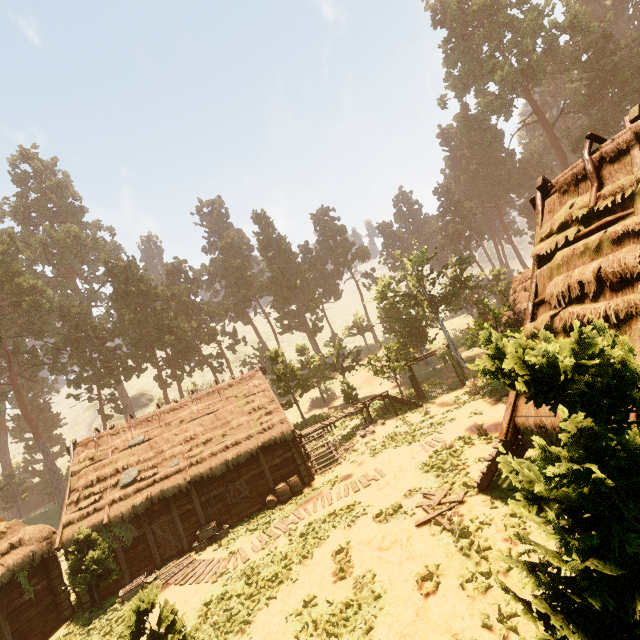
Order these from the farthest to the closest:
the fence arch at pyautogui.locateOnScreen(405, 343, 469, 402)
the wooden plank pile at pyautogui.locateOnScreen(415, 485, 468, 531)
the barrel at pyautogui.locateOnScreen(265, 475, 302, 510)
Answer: the fence arch at pyautogui.locateOnScreen(405, 343, 469, 402), the barrel at pyautogui.locateOnScreen(265, 475, 302, 510), the wooden plank pile at pyautogui.locateOnScreen(415, 485, 468, 531)

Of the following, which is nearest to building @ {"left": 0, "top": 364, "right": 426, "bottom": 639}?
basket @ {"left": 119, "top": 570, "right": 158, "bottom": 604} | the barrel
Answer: the barrel

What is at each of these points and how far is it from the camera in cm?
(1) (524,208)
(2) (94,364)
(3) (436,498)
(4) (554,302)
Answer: (1) treerock, 5638
(2) treerock, 4003
(3) wooden plank pile, 1148
(4) building, 643

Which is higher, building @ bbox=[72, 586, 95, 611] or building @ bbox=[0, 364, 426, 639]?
building @ bbox=[0, 364, 426, 639]

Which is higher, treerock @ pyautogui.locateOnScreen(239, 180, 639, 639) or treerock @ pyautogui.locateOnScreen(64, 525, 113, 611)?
treerock @ pyautogui.locateOnScreen(239, 180, 639, 639)

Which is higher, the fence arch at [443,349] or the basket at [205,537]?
the fence arch at [443,349]

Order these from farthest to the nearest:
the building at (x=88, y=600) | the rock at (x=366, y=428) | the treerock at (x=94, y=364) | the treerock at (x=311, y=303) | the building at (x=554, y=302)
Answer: the treerock at (x=311, y=303)
the treerock at (x=94, y=364)
the rock at (x=366, y=428)
the building at (x=88, y=600)
the building at (x=554, y=302)

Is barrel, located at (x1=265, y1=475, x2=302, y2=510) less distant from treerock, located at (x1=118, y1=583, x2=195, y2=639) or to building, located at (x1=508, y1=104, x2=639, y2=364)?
building, located at (x1=508, y1=104, x2=639, y2=364)
